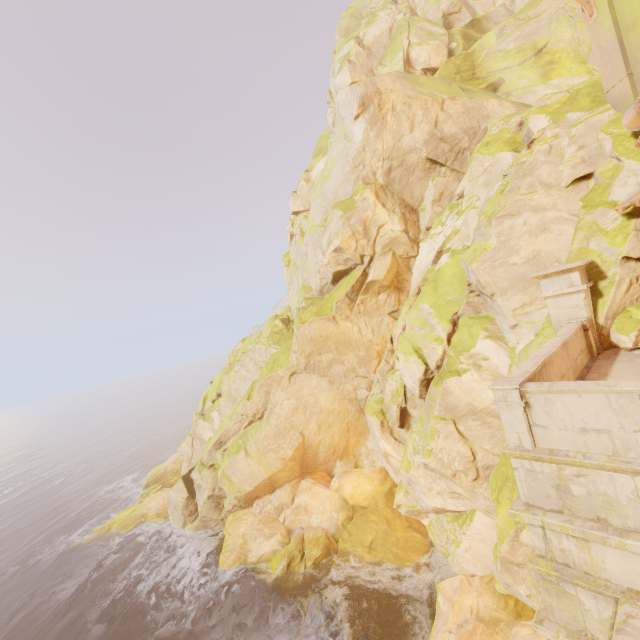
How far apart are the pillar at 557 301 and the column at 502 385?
5.9 meters

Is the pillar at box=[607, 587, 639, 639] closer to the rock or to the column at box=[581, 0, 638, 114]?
the rock

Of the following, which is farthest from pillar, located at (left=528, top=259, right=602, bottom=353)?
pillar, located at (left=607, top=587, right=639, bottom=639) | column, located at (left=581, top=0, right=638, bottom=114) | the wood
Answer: the wood

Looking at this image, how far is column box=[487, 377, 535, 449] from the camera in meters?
5.2

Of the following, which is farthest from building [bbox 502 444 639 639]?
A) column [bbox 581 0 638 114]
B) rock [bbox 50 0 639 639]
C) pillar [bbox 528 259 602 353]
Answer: column [bbox 581 0 638 114]

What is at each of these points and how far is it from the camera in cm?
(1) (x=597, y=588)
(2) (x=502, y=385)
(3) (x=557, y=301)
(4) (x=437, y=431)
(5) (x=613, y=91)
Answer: (1) building, 479
(2) column, 539
(3) pillar, 959
(4) rock, 1294
(5) column, 980

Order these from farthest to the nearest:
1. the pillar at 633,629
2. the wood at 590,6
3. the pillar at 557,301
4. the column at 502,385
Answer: the wood at 590,6 < the pillar at 557,301 < the column at 502,385 < the pillar at 633,629
